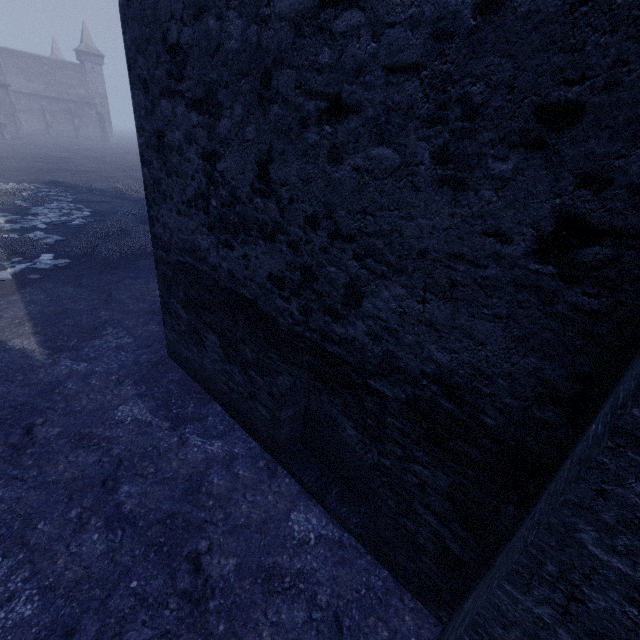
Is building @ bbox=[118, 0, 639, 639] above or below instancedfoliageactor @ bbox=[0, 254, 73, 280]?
above

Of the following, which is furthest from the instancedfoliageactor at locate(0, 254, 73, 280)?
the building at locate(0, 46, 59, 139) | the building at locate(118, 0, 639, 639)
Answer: the building at locate(0, 46, 59, 139)

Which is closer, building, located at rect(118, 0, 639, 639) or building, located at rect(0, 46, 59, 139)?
building, located at rect(118, 0, 639, 639)

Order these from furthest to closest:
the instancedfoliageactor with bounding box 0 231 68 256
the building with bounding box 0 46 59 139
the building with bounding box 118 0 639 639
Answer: the building with bounding box 0 46 59 139 → the instancedfoliageactor with bounding box 0 231 68 256 → the building with bounding box 118 0 639 639

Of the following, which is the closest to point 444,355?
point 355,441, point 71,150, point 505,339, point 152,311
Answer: point 505,339

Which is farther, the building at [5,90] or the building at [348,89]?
the building at [5,90]

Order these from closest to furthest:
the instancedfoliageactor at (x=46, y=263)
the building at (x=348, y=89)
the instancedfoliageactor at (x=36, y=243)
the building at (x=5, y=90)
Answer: the building at (x=348, y=89)
the instancedfoliageactor at (x=46, y=263)
the instancedfoliageactor at (x=36, y=243)
the building at (x=5, y=90)

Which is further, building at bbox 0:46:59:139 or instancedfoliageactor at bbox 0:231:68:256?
building at bbox 0:46:59:139
